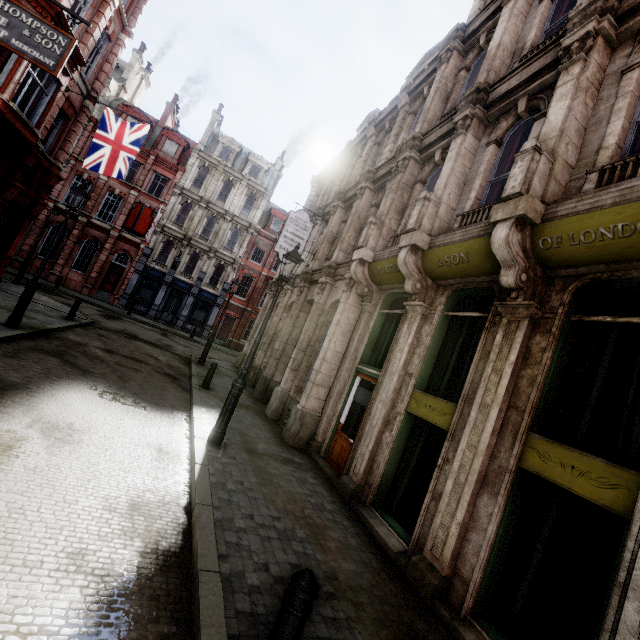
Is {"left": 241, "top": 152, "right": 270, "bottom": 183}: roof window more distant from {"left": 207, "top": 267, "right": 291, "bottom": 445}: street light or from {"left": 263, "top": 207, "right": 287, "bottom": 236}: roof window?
{"left": 207, "top": 267, "right": 291, "bottom": 445}: street light

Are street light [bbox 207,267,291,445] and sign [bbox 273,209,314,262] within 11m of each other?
yes

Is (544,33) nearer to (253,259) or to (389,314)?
(389,314)

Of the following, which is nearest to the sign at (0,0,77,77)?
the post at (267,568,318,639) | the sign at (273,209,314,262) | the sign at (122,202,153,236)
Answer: the sign at (273,209,314,262)

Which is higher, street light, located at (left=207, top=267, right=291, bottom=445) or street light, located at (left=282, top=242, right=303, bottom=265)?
street light, located at (left=282, top=242, right=303, bottom=265)

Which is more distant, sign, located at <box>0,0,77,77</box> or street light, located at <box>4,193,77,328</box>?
street light, located at <box>4,193,77,328</box>

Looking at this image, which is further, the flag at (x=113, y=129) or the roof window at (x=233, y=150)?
the roof window at (x=233, y=150)

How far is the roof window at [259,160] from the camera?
33.19m
